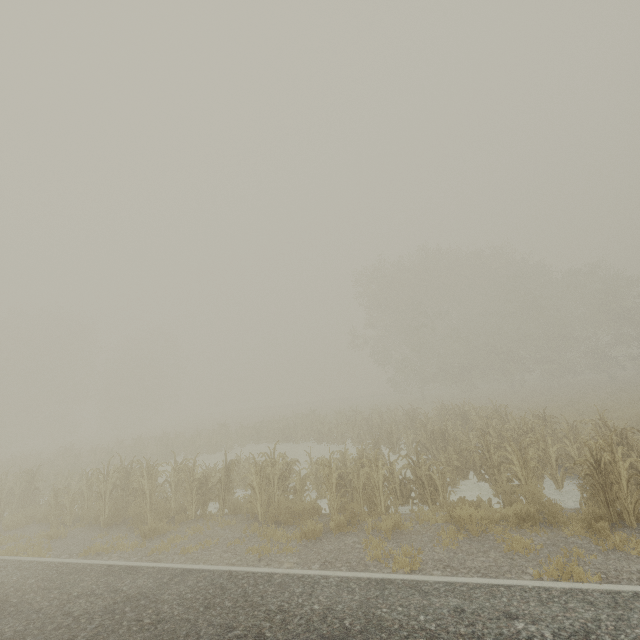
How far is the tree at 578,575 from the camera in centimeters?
498cm

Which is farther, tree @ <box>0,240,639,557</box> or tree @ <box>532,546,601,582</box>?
tree @ <box>0,240,639,557</box>

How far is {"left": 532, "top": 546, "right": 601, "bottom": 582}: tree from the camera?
4.98m

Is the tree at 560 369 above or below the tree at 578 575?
above

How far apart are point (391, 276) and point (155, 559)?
31.0m

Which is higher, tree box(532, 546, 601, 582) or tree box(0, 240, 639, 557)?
tree box(0, 240, 639, 557)
